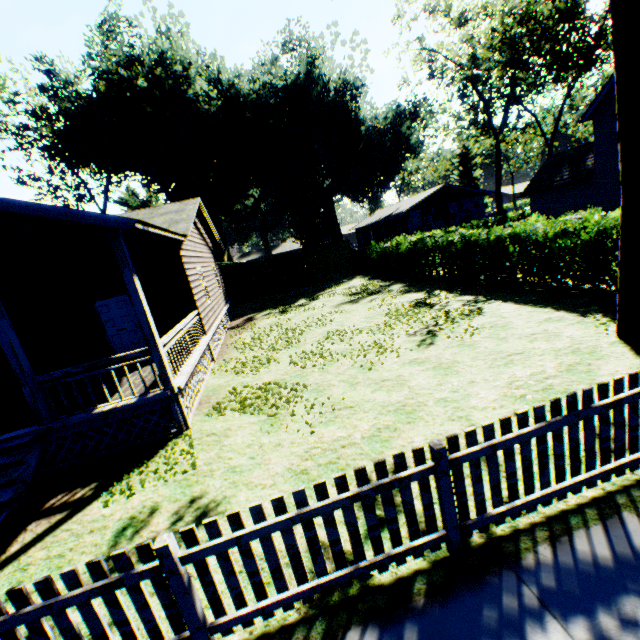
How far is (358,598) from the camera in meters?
3.0 m

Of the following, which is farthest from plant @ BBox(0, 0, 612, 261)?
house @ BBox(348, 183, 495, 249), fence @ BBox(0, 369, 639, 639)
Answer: fence @ BBox(0, 369, 639, 639)

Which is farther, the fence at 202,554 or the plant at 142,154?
the plant at 142,154

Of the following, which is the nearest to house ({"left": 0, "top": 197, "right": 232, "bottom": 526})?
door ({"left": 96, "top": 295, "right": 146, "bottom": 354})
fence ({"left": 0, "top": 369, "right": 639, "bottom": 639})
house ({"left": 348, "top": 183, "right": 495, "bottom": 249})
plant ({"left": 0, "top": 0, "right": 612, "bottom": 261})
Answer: door ({"left": 96, "top": 295, "right": 146, "bottom": 354})

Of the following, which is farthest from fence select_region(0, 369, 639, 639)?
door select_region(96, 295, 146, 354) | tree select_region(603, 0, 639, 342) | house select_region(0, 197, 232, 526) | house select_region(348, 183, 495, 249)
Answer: house select_region(348, 183, 495, 249)

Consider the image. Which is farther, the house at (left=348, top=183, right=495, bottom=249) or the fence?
the house at (left=348, top=183, right=495, bottom=249)

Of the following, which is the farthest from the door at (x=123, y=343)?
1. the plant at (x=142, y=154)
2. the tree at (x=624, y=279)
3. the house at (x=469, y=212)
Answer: the house at (x=469, y=212)

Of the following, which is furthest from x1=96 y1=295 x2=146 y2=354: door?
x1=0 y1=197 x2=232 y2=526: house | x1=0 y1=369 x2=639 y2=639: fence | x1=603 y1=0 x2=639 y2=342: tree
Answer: x1=603 y1=0 x2=639 y2=342: tree
